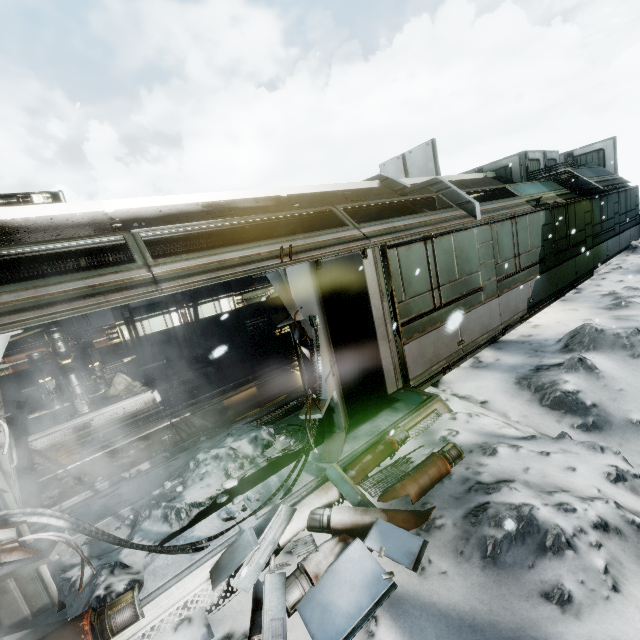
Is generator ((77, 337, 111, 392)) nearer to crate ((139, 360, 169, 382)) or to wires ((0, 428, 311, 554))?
crate ((139, 360, 169, 382))

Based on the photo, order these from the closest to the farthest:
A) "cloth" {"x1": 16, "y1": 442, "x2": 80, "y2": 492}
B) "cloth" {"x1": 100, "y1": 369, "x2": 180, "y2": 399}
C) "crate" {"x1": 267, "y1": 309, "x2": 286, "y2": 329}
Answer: "cloth" {"x1": 16, "y1": 442, "x2": 80, "y2": 492}
"cloth" {"x1": 100, "y1": 369, "x2": 180, "y2": 399}
"crate" {"x1": 267, "y1": 309, "x2": 286, "y2": 329}

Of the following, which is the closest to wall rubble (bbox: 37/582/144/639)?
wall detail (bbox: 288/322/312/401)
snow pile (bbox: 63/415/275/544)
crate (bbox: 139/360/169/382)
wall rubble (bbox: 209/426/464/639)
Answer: snow pile (bbox: 63/415/275/544)

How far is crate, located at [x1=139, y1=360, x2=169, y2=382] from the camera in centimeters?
1002cm

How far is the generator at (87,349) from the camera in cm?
870

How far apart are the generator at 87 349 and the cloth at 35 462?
1.5m

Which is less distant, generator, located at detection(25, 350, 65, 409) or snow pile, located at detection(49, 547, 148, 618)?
snow pile, located at detection(49, 547, 148, 618)

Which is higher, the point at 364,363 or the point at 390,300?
the point at 390,300
